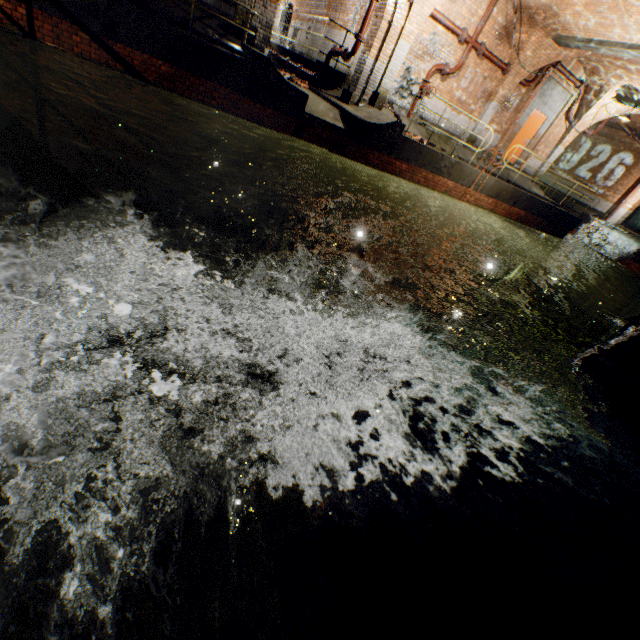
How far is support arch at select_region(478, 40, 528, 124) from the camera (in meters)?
11.95

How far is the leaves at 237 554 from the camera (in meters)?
1.23

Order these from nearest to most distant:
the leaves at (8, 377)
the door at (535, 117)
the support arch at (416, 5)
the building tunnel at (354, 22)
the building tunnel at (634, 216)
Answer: the leaves at (8, 377), the support arch at (416, 5), the building tunnel at (354, 22), the door at (535, 117), the building tunnel at (634, 216)

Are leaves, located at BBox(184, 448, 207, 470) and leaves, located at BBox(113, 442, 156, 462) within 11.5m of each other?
yes

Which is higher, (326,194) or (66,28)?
(66,28)

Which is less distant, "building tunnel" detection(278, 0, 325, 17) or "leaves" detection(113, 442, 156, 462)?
"leaves" detection(113, 442, 156, 462)

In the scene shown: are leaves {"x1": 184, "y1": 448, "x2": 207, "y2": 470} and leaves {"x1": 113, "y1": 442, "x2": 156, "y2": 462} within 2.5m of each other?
yes

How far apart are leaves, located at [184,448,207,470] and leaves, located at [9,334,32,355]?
1.0m
